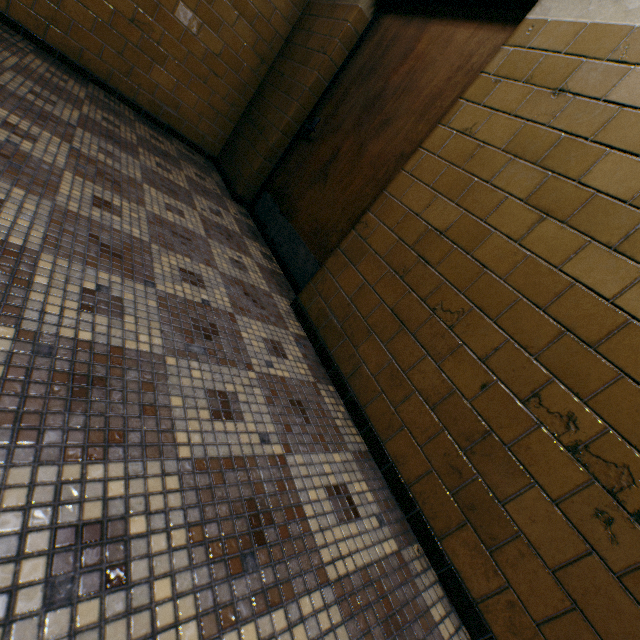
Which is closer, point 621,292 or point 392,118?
point 621,292
